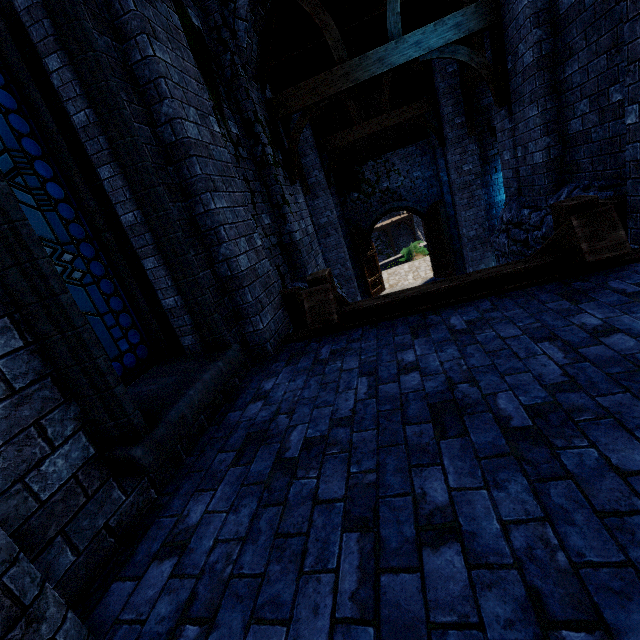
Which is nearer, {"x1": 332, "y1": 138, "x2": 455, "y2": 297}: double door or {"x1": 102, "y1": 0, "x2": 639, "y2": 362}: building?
{"x1": 102, "y1": 0, "x2": 639, "y2": 362}: building

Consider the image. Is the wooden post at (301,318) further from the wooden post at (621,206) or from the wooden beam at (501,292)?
the wooden post at (621,206)

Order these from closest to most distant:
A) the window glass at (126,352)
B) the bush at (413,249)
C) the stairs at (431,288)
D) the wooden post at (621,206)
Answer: the window glass at (126,352) < the stairs at (431,288) < the wooden post at (621,206) < the bush at (413,249)

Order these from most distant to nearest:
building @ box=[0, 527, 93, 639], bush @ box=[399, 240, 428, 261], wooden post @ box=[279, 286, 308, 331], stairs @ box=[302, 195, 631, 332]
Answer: bush @ box=[399, 240, 428, 261] < wooden post @ box=[279, 286, 308, 331] < stairs @ box=[302, 195, 631, 332] < building @ box=[0, 527, 93, 639]

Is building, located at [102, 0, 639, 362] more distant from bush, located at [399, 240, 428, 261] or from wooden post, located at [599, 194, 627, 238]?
bush, located at [399, 240, 428, 261]

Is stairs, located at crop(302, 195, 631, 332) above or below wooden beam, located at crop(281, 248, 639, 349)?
above

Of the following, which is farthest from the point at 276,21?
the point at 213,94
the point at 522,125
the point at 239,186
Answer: the point at 522,125

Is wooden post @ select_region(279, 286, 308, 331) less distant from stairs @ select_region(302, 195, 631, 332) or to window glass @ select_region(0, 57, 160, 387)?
stairs @ select_region(302, 195, 631, 332)
